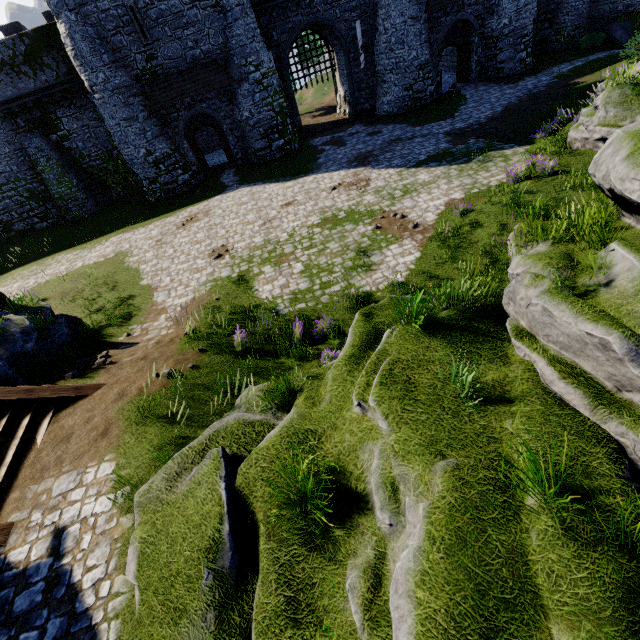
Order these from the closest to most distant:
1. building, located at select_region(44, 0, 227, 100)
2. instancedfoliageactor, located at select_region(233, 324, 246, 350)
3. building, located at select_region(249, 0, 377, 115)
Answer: instancedfoliageactor, located at select_region(233, 324, 246, 350) → building, located at select_region(44, 0, 227, 100) → building, located at select_region(249, 0, 377, 115)

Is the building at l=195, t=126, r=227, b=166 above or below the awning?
below

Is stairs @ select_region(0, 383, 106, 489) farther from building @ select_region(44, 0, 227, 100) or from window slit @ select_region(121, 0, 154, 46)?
window slit @ select_region(121, 0, 154, 46)

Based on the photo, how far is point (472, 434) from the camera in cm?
392

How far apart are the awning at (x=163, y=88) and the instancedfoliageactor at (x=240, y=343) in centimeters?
1898cm

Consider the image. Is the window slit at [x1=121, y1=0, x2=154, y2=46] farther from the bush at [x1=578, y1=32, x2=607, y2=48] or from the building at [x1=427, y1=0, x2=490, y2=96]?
the bush at [x1=578, y1=32, x2=607, y2=48]

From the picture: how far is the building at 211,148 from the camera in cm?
2808

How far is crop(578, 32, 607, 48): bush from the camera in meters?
24.2 m
